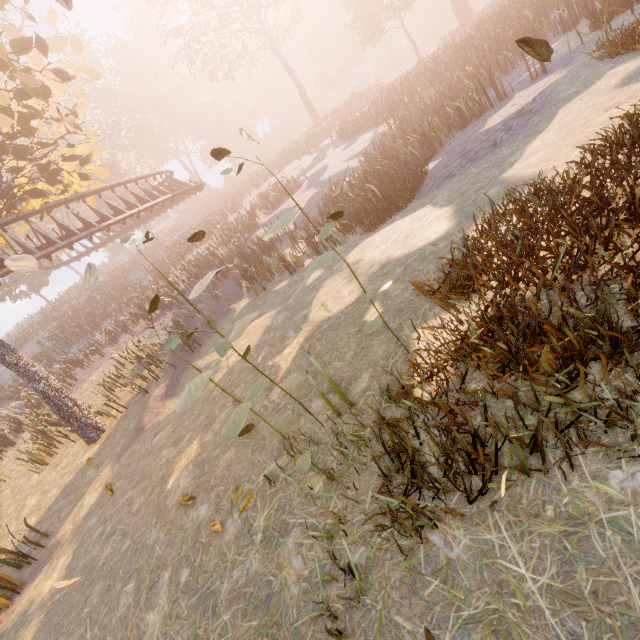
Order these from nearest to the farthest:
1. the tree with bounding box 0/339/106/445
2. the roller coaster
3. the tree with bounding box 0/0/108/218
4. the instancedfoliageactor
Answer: the instancedfoliageactor
the tree with bounding box 0/0/108/218
the tree with bounding box 0/339/106/445
the roller coaster

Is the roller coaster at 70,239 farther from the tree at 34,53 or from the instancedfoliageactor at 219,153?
the instancedfoliageactor at 219,153

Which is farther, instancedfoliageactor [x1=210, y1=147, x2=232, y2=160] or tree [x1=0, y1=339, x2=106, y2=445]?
tree [x1=0, y1=339, x2=106, y2=445]

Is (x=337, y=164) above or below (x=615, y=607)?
above

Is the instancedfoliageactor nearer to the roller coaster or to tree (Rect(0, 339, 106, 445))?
tree (Rect(0, 339, 106, 445))
